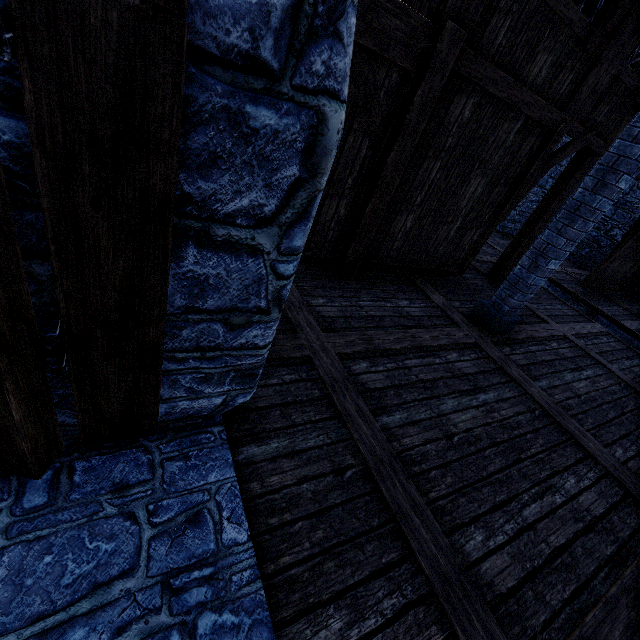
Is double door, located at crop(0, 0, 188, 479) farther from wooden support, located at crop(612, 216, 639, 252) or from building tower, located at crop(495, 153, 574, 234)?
wooden support, located at crop(612, 216, 639, 252)

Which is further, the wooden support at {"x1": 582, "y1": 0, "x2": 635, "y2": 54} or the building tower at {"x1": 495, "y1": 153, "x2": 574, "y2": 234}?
the building tower at {"x1": 495, "y1": 153, "x2": 574, "y2": 234}

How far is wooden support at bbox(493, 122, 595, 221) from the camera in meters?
5.2

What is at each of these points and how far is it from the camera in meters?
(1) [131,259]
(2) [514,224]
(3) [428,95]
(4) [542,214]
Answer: (1) double door, 1.4
(2) building tower, 13.6
(3) stairs, 3.9
(4) stairs, 6.9

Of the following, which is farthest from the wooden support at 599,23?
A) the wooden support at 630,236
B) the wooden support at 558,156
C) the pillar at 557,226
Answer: the wooden support at 630,236

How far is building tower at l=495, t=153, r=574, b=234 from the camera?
12.4 meters

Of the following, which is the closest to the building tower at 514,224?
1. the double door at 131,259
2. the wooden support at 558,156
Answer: the double door at 131,259

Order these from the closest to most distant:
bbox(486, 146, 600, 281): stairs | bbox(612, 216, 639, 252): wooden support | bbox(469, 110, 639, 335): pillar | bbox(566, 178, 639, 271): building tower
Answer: bbox(469, 110, 639, 335): pillar
bbox(486, 146, 600, 281): stairs
bbox(612, 216, 639, 252): wooden support
bbox(566, 178, 639, 271): building tower
